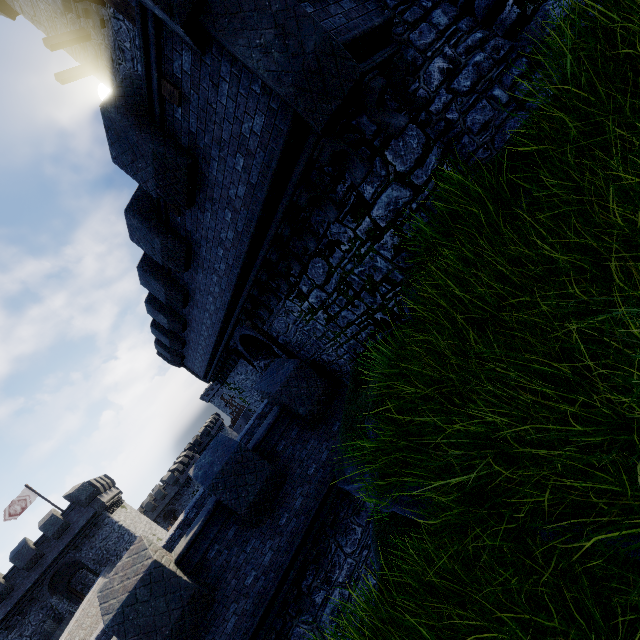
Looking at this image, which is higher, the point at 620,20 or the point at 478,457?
the point at 620,20

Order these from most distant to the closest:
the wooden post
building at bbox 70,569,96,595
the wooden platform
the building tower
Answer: building at bbox 70,569,96,595 < the wooden post < the wooden platform < the building tower

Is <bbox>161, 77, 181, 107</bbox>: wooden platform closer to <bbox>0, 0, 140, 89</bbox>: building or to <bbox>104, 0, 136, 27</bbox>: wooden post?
<bbox>104, 0, 136, 27</bbox>: wooden post

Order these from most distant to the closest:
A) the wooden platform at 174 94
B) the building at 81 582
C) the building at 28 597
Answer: the building at 81 582
the building at 28 597
the wooden platform at 174 94

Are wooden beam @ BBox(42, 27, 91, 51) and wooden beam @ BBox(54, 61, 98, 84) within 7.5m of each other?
yes

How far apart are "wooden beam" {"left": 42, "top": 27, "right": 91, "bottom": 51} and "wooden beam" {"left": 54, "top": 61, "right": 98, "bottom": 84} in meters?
0.9

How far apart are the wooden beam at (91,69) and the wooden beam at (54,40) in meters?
0.9

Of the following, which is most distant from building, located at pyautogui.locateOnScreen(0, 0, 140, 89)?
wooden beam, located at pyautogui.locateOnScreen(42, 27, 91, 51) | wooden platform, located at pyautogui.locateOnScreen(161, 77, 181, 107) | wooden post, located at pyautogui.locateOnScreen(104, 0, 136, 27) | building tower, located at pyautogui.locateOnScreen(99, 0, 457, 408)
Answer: wooden platform, located at pyautogui.locateOnScreen(161, 77, 181, 107)
